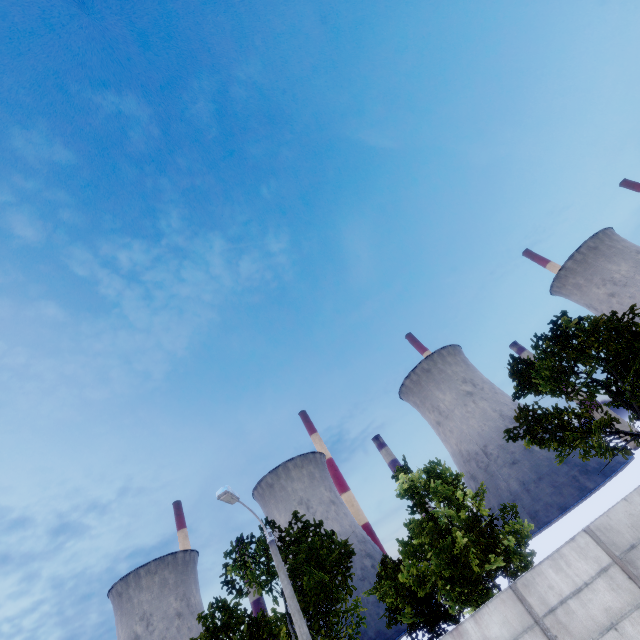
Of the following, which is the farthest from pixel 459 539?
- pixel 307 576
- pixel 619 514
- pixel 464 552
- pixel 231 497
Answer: pixel 231 497
